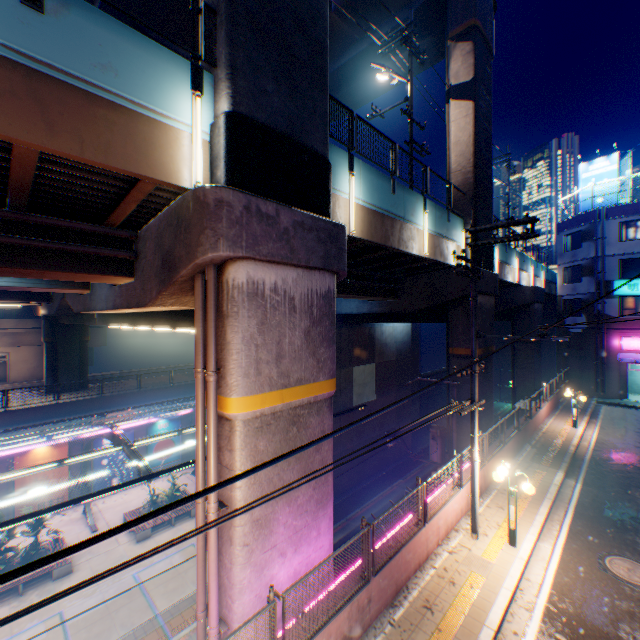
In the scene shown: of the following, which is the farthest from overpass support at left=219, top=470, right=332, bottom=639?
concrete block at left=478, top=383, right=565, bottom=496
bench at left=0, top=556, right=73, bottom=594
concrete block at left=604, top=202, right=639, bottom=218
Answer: bench at left=0, top=556, right=73, bottom=594

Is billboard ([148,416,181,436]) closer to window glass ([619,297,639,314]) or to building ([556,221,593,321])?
building ([556,221,593,321])

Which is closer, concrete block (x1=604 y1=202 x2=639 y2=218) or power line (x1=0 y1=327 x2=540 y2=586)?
power line (x1=0 y1=327 x2=540 y2=586)

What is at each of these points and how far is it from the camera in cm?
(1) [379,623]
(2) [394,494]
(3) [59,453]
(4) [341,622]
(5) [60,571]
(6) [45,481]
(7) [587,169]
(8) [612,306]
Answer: (1) concrete curb, 699
(2) railway, 2314
(3) billboard, 2111
(4) concrete block, 624
(5) bench, 1576
(6) billboard, 2061
(7) billboard, 2850
(8) building, 2623

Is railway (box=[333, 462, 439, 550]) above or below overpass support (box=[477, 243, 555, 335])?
below

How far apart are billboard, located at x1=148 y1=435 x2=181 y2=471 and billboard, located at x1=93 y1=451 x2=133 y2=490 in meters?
0.9 m

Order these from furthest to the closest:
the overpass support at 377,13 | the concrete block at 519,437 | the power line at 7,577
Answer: the overpass support at 377,13, the concrete block at 519,437, the power line at 7,577

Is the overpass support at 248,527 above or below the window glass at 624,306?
below
